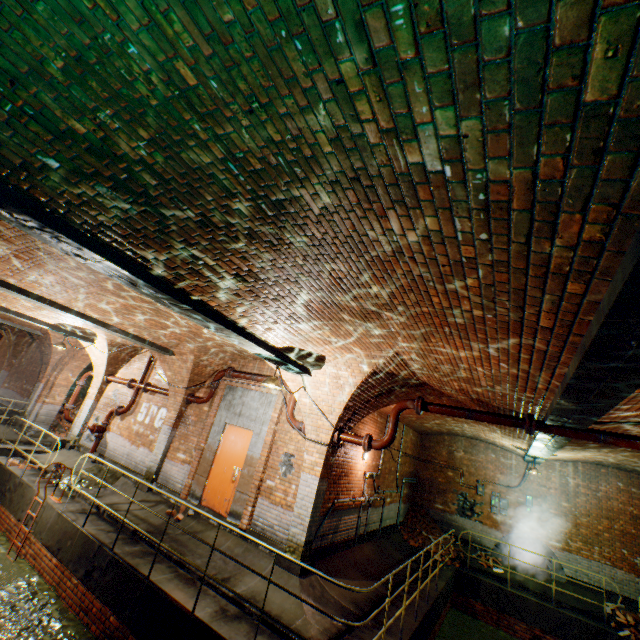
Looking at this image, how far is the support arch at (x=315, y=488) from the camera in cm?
685

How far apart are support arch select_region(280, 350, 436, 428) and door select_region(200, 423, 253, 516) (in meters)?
1.65

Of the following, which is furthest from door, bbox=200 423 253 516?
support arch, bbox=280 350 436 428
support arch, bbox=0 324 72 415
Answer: support arch, bbox=0 324 72 415

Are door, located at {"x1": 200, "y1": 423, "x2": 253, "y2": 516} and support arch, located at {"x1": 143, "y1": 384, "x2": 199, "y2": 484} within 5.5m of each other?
yes

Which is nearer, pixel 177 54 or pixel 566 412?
pixel 177 54

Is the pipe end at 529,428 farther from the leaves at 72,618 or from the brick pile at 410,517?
the brick pile at 410,517

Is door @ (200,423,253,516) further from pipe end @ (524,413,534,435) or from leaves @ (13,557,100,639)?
pipe end @ (524,413,534,435)

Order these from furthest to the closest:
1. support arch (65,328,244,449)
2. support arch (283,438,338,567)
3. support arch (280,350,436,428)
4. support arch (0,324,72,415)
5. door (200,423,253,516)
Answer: support arch (0,324,72,415) → support arch (65,328,244,449) → door (200,423,253,516) → support arch (283,438,338,567) → support arch (280,350,436,428)
